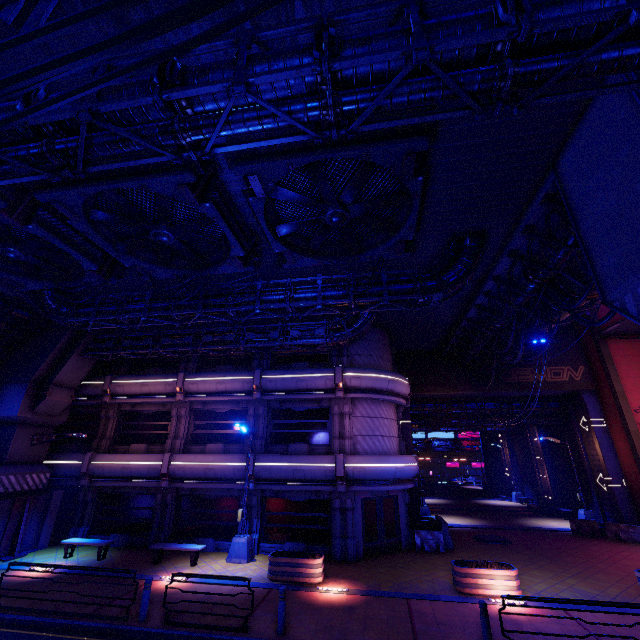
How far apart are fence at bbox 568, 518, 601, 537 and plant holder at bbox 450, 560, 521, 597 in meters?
13.1

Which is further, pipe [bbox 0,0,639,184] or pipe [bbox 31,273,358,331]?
pipe [bbox 31,273,358,331]

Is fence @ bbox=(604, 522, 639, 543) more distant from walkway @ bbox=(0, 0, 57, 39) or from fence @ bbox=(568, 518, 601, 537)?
walkway @ bbox=(0, 0, 57, 39)

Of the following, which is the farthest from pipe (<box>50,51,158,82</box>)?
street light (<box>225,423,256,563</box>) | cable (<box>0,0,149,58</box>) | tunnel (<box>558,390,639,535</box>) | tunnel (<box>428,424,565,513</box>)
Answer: tunnel (<box>428,424,565,513</box>)

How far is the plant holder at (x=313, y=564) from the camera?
12.60m

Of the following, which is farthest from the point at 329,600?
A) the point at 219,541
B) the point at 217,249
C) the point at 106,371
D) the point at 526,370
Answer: the point at 526,370

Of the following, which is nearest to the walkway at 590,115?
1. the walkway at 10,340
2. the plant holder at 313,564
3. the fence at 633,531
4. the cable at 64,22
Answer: the cable at 64,22

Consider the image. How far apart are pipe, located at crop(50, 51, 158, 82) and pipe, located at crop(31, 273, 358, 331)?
7.1 meters
